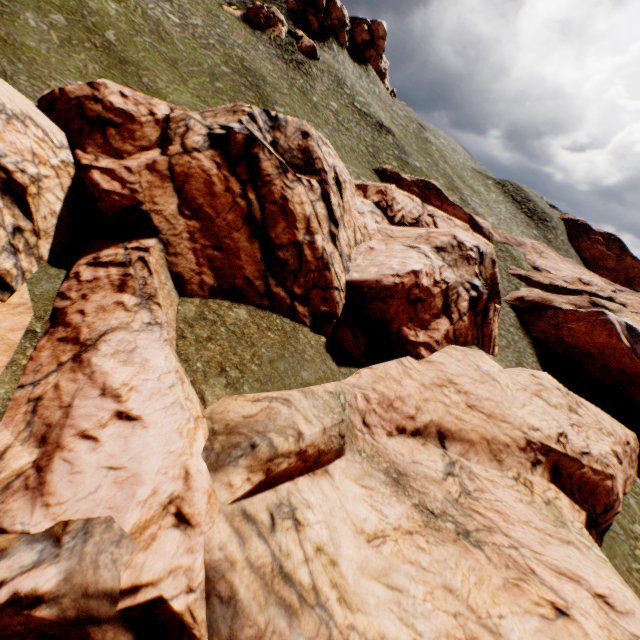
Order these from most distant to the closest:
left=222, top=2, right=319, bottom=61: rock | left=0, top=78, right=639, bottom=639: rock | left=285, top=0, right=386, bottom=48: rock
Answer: left=285, top=0, right=386, bottom=48: rock < left=222, top=2, right=319, bottom=61: rock < left=0, top=78, right=639, bottom=639: rock

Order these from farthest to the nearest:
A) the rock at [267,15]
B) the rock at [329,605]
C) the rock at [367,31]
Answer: the rock at [367,31], the rock at [267,15], the rock at [329,605]

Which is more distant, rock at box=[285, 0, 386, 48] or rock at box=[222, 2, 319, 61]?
rock at box=[285, 0, 386, 48]

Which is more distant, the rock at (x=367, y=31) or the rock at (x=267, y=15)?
the rock at (x=367, y=31)

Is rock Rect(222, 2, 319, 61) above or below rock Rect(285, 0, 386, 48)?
below

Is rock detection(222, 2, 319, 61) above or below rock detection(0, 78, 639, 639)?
above

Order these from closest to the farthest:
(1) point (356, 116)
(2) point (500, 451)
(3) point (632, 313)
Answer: (2) point (500, 451), (3) point (632, 313), (1) point (356, 116)
